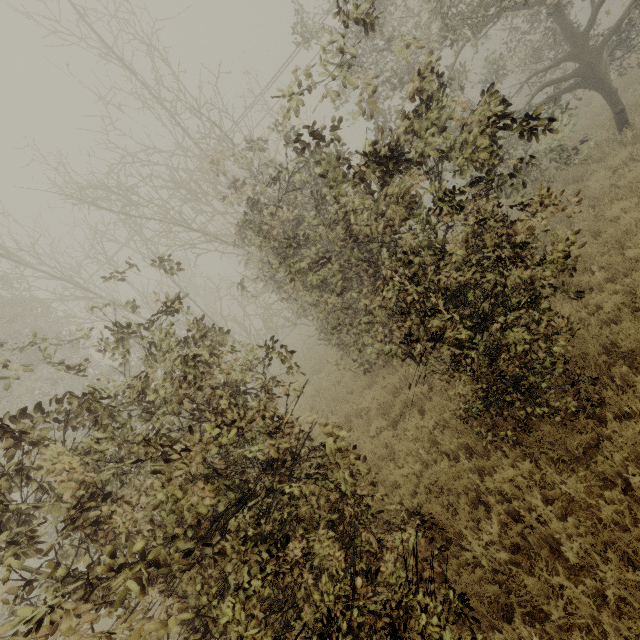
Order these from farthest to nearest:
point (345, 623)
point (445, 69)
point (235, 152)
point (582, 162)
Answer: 1. point (445, 69)
2. point (582, 162)
3. point (235, 152)
4. point (345, 623)
